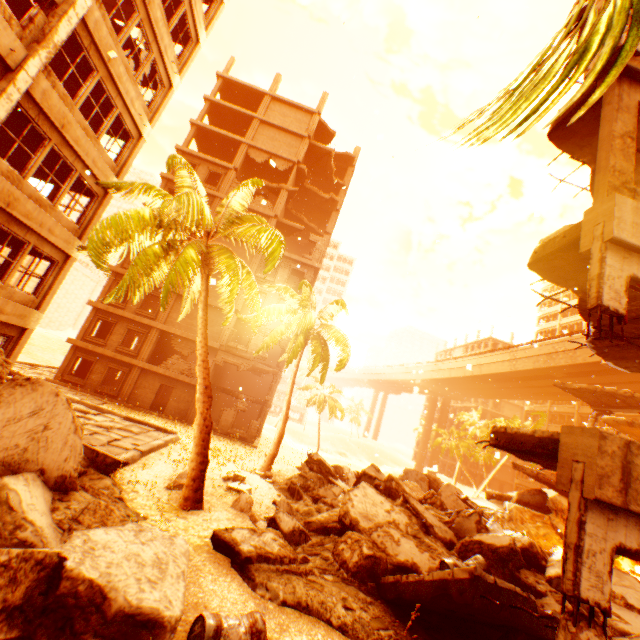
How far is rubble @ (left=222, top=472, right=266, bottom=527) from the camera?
8.1 meters

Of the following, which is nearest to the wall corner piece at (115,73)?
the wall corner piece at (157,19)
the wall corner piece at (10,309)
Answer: the wall corner piece at (157,19)

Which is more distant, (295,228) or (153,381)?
(295,228)

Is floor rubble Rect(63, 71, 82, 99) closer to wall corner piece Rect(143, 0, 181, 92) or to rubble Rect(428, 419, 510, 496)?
wall corner piece Rect(143, 0, 181, 92)

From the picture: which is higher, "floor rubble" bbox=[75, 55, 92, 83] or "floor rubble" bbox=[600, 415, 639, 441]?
"floor rubble" bbox=[75, 55, 92, 83]

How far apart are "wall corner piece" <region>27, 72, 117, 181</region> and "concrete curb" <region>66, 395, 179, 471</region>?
9.93m

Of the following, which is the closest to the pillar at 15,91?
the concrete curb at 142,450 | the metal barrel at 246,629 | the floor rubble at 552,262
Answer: the concrete curb at 142,450

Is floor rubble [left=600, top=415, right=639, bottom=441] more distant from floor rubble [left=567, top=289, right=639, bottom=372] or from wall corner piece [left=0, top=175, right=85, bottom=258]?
wall corner piece [left=0, top=175, right=85, bottom=258]
